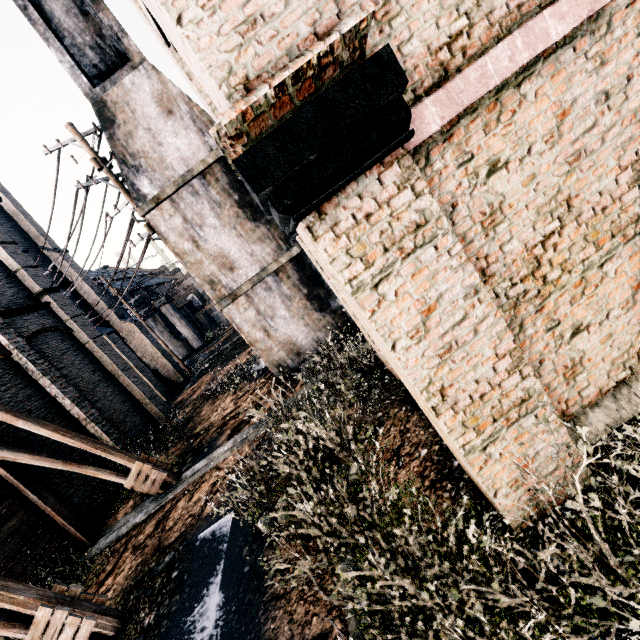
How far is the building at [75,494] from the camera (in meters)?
11.94

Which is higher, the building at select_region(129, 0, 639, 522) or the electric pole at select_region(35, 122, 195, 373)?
the electric pole at select_region(35, 122, 195, 373)

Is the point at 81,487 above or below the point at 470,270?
below

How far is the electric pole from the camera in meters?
12.7 m

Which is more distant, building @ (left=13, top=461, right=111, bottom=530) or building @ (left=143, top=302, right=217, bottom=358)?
building @ (left=143, top=302, right=217, bottom=358)

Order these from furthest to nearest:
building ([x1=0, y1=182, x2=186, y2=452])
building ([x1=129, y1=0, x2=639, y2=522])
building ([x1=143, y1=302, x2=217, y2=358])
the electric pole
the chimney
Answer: building ([x1=143, y1=302, x2=217, y2=358])
building ([x1=0, y1=182, x2=186, y2=452])
the electric pole
the chimney
building ([x1=129, y1=0, x2=639, y2=522])

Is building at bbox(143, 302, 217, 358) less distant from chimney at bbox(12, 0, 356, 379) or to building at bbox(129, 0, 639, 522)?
building at bbox(129, 0, 639, 522)

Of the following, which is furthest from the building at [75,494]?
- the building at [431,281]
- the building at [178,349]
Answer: the building at [178,349]
